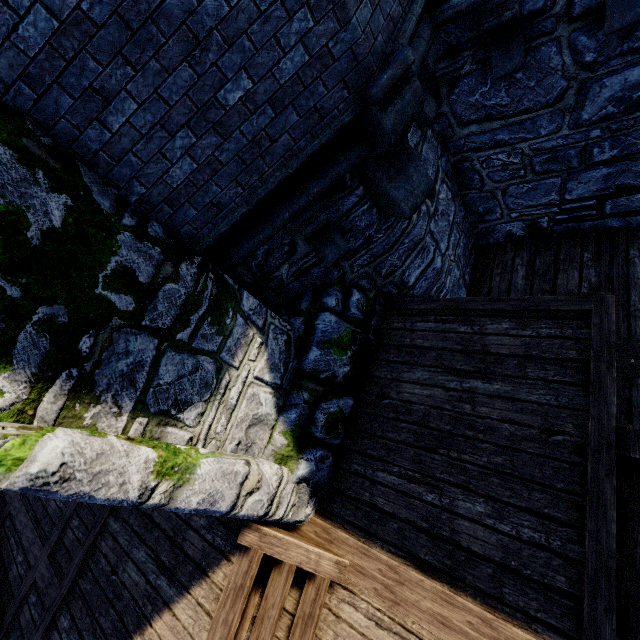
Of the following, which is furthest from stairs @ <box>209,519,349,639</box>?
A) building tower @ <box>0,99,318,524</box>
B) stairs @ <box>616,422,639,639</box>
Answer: stairs @ <box>616,422,639,639</box>

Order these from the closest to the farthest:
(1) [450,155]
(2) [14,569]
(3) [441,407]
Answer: (3) [441,407] < (1) [450,155] < (2) [14,569]

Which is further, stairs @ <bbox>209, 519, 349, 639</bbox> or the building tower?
stairs @ <bbox>209, 519, 349, 639</bbox>

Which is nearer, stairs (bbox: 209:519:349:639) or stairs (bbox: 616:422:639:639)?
stairs (bbox: 616:422:639:639)

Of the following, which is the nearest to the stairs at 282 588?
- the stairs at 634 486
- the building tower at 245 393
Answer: the building tower at 245 393

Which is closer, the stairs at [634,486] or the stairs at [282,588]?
the stairs at [634,486]
